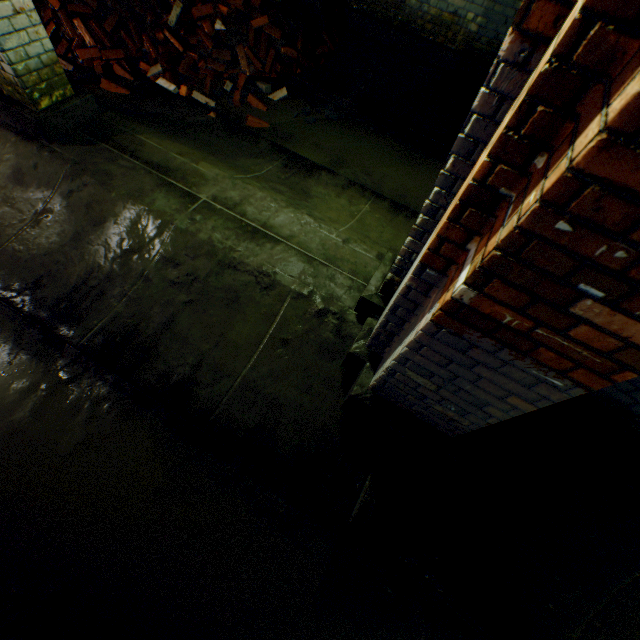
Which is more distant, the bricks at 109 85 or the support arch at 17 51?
the bricks at 109 85

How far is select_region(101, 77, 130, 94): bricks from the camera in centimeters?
408cm

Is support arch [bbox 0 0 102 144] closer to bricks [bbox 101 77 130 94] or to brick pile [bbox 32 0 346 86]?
bricks [bbox 101 77 130 94]

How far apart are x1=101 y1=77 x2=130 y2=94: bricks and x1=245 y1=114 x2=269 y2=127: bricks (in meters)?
1.51

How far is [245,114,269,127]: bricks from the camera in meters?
4.4 m

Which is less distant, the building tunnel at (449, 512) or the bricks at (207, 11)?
the building tunnel at (449, 512)

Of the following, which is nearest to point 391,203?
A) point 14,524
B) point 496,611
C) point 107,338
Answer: point 107,338

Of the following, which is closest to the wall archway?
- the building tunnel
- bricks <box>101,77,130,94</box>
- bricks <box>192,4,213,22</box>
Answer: the building tunnel
